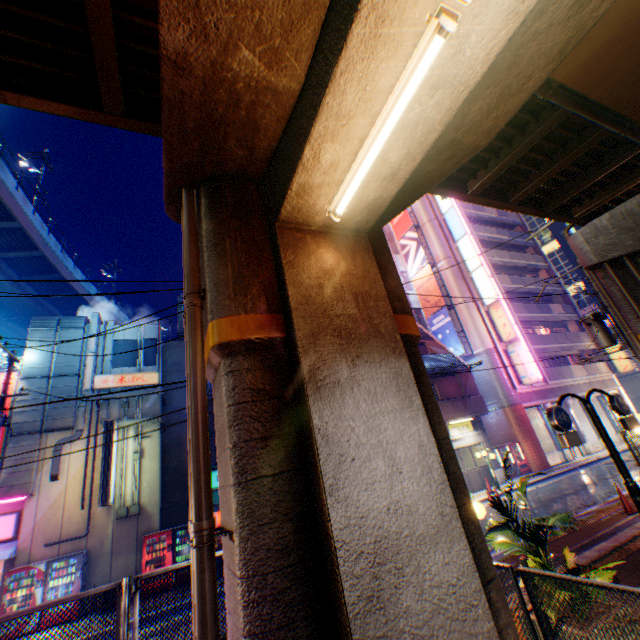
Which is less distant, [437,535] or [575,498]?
[437,535]

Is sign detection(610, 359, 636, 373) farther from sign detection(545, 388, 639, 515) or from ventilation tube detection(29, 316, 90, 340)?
ventilation tube detection(29, 316, 90, 340)

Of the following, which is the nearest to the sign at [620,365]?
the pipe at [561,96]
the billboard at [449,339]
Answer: the billboard at [449,339]

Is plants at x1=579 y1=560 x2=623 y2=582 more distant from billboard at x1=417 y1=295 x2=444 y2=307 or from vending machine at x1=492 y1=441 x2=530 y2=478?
billboard at x1=417 y1=295 x2=444 y2=307

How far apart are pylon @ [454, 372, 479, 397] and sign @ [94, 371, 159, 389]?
18.46m

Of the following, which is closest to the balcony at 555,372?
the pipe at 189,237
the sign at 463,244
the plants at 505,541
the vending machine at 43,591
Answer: the sign at 463,244

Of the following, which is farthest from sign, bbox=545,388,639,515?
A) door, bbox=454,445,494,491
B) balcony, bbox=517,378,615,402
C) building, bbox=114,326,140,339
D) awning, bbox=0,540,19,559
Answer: balcony, bbox=517,378,615,402

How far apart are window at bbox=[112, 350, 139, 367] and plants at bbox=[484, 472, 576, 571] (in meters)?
16.80
